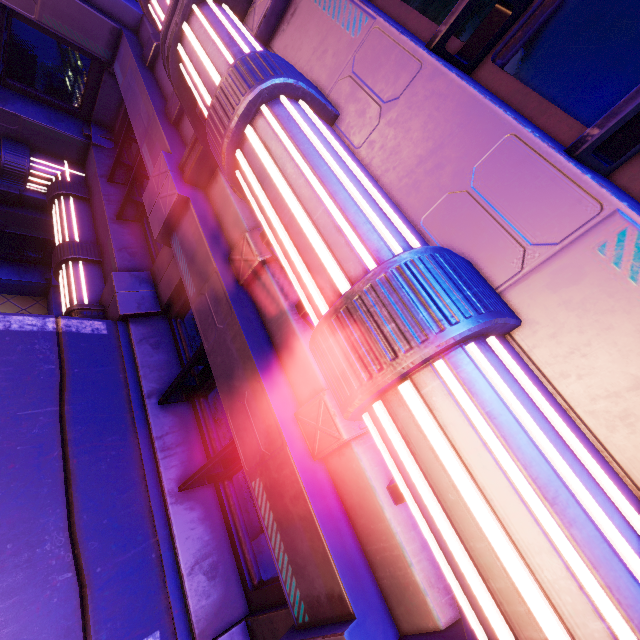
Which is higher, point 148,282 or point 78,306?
point 148,282
